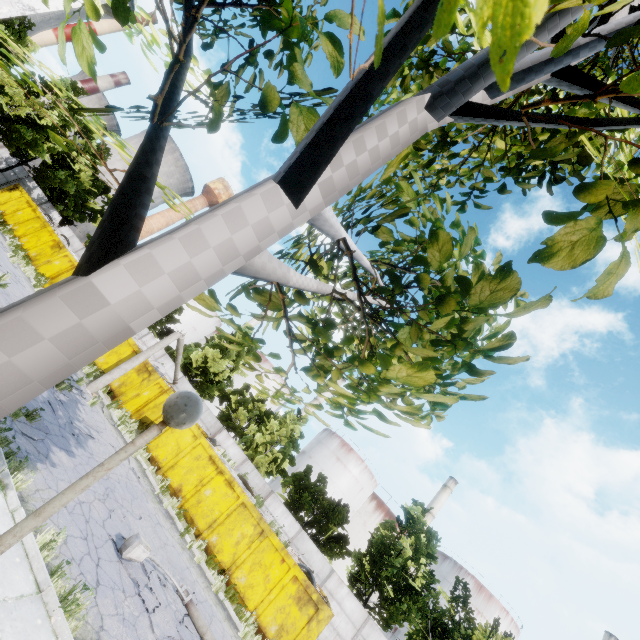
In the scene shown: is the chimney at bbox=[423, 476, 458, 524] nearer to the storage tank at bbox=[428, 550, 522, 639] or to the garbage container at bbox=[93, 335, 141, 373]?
the storage tank at bbox=[428, 550, 522, 639]

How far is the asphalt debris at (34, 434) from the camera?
7.7m

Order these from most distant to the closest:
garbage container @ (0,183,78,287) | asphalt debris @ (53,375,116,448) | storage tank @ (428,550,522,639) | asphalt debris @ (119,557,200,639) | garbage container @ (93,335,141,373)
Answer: storage tank @ (428,550,522,639)
garbage container @ (0,183,78,287)
garbage container @ (93,335,141,373)
asphalt debris @ (53,375,116,448)
asphalt debris @ (119,557,200,639)

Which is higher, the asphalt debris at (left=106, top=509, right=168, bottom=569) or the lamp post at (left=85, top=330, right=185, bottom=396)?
the lamp post at (left=85, top=330, right=185, bottom=396)

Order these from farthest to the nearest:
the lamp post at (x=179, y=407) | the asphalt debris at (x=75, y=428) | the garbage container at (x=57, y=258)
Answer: the garbage container at (x=57, y=258), the asphalt debris at (x=75, y=428), the lamp post at (x=179, y=407)

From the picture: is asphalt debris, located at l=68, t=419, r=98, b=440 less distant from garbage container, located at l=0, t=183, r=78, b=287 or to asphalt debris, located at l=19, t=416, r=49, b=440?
asphalt debris, located at l=19, t=416, r=49, b=440

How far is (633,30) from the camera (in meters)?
1.25

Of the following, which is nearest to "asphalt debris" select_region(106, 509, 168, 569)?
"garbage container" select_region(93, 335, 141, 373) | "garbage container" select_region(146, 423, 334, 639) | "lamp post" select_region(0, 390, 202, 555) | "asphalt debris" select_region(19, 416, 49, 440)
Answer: "asphalt debris" select_region(19, 416, 49, 440)
